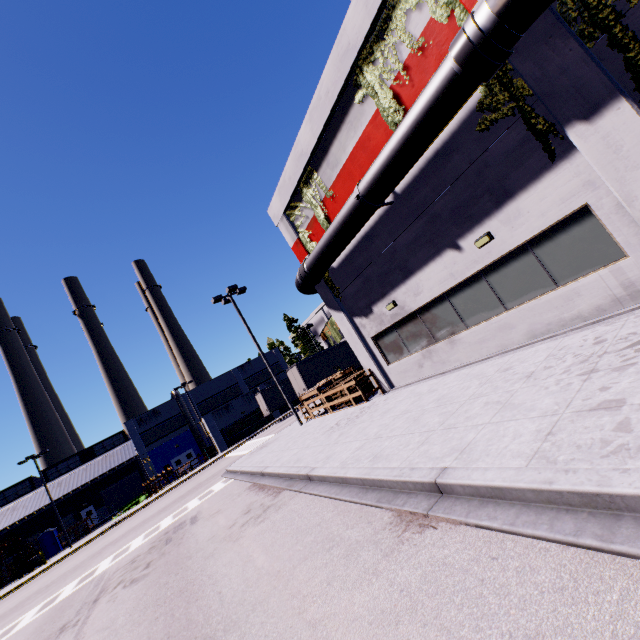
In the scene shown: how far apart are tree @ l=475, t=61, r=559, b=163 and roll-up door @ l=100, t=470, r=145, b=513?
57.5 meters

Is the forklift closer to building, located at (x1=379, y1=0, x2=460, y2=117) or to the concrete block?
building, located at (x1=379, y1=0, x2=460, y2=117)

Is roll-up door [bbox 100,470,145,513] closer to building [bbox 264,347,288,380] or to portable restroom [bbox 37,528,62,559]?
building [bbox 264,347,288,380]

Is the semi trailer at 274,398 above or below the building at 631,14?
below

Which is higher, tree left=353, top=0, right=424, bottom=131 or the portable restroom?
tree left=353, top=0, right=424, bottom=131

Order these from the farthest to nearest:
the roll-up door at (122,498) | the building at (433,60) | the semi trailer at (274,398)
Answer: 1. the roll-up door at (122,498)
2. the semi trailer at (274,398)
3. the building at (433,60)

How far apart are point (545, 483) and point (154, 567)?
11.3 meters

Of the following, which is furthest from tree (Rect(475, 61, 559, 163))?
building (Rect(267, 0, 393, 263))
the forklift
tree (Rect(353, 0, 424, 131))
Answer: the forklift
